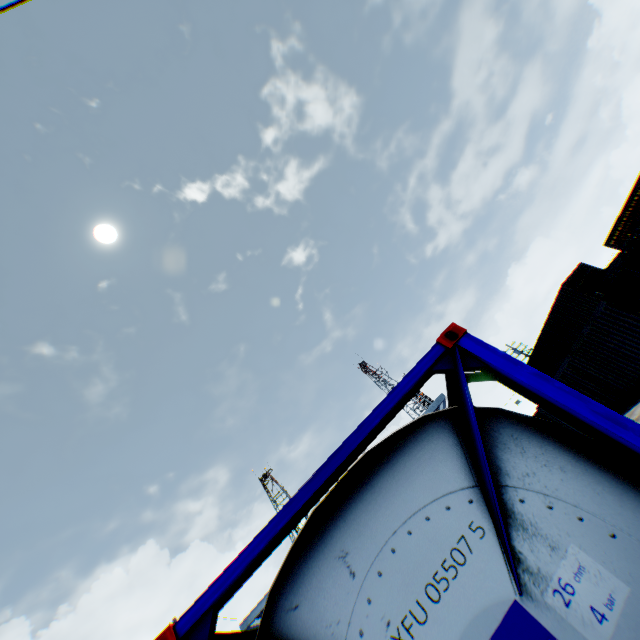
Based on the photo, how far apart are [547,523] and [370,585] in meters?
1.0
